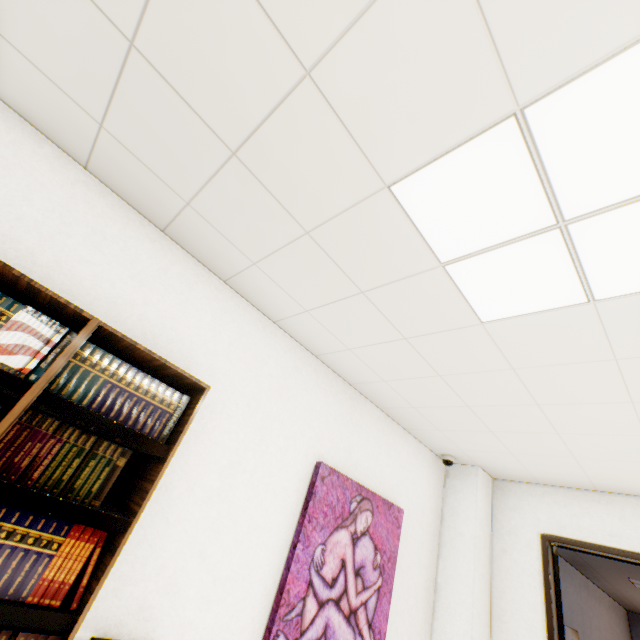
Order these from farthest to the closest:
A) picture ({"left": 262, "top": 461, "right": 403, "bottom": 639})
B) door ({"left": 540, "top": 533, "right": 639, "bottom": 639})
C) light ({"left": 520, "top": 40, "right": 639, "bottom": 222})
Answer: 1. door ({"left": 540, "top": 533, "right": 639, "bottom": 639})
2. picture ({"left": 262, "top": 461, "right": 403, "bottom": 639})
3. light ({"left": 520, "top": 40, "right": 639, "bottom": 222})

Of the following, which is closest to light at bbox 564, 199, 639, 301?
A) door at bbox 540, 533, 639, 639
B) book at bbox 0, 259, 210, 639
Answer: book at bbox 0, 259, 210, 639

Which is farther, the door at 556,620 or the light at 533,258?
the door at 556,620

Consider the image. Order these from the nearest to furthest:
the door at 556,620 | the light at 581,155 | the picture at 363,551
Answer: the light at 581,155, the picture at 363,551, the door at 556,620

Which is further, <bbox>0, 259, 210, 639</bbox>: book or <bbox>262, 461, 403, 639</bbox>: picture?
<bbox>262, 461, 403, 639</bbox>: picture

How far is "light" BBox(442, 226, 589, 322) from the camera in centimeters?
137cm

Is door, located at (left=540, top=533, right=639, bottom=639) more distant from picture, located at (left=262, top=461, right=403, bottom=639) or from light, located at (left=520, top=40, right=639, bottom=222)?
light, located at (left=520, top=40, right=639, bottom=222)

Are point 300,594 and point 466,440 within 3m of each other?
yes
